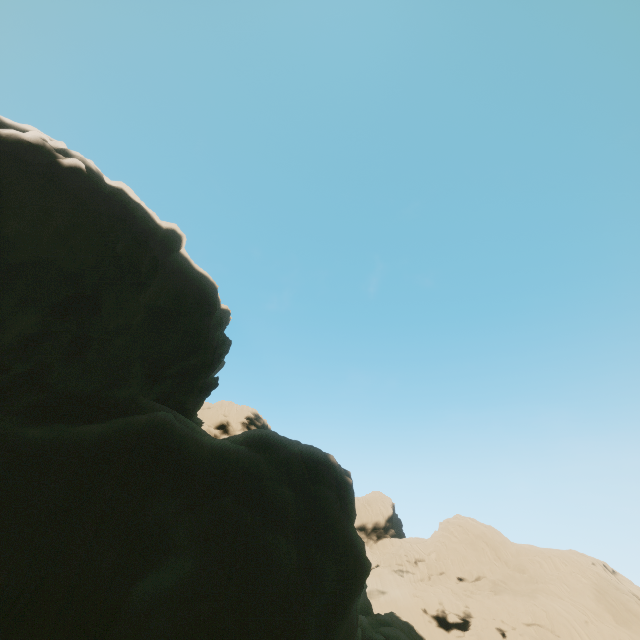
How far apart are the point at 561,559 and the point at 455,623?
21.4m
